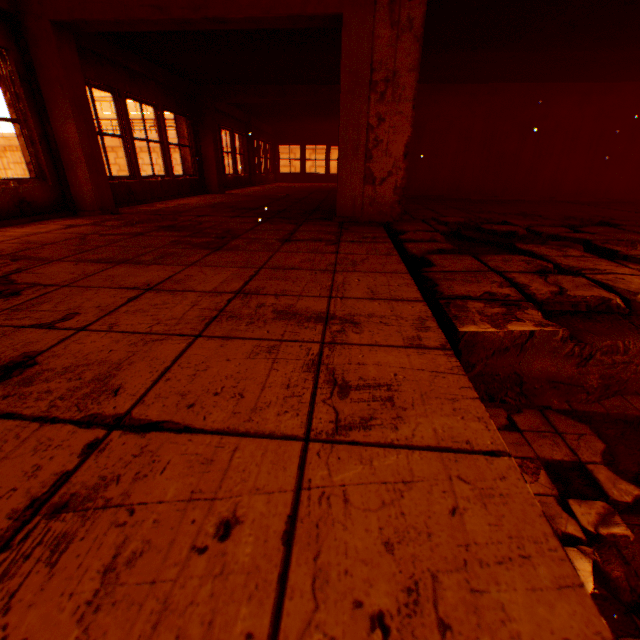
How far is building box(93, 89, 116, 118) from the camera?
43.1 meters

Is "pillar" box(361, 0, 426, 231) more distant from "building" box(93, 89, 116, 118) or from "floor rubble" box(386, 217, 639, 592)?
"building" box(93, 89, 116, 118)

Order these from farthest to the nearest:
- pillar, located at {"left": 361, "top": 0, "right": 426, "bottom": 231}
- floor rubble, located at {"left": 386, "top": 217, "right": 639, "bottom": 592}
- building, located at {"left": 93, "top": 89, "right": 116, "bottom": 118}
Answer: building, located at {"left": 93, "top": 89, "right": 116, "bottom": 118} < pillar, located at {"left": 361, "top": 0, "right": 426, "bottom": 231} < floor rubble, located at {"left": 386, "top": 217, "right": 639, "bottom": 592}

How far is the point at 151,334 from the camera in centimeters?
144cm

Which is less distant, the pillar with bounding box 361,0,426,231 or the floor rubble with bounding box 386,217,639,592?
the floor rubble with bounding box 386,217,639,592

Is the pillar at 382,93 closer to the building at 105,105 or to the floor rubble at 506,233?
the floor rubble at 506,233

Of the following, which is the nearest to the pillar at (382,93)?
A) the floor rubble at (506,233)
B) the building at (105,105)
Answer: the floor rubble at (506,233)
